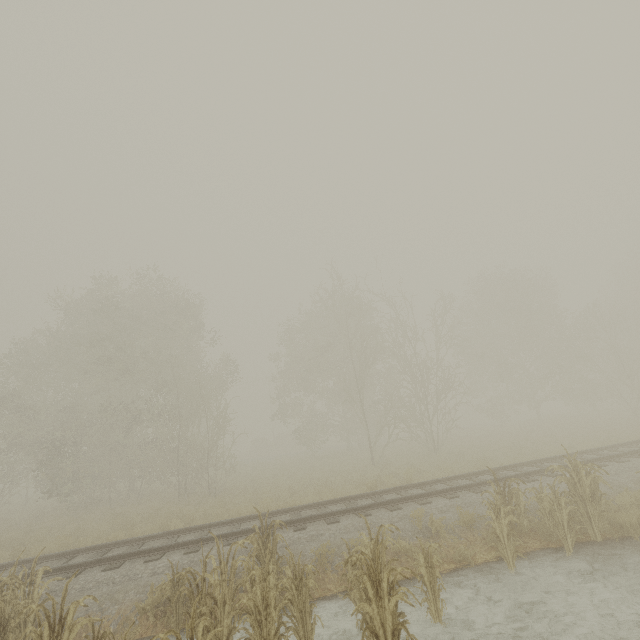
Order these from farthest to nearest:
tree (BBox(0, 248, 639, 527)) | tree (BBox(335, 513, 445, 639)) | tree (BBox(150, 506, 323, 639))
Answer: tree (BBox(0, 248, 639, 527)) → tree (BBox(150, 506, 323, 639)) → tree (BBox(335, 513, 445, 639))

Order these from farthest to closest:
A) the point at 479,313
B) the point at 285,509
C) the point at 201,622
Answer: the point at 479,313 < the point at 285,509 < the point at 201,622

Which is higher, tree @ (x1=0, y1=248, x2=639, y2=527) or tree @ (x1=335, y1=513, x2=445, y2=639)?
tree @ (x1=0, y1=248, x2=639, y2=527)

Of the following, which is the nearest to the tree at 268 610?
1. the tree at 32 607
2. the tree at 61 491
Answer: the tree at 32 607

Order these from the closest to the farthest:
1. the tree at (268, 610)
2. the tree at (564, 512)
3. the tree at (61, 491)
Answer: the tree at (268, 610)
the tree at (564, 512)
the tree at (61, 491)

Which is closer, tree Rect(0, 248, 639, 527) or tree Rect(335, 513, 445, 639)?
tree Rect(335, 513, 445, 639)

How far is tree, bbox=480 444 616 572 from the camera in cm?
712

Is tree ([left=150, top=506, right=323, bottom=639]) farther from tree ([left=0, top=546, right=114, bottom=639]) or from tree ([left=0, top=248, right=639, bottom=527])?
tree ([left=0, top=248, right=639, bottom=527])
